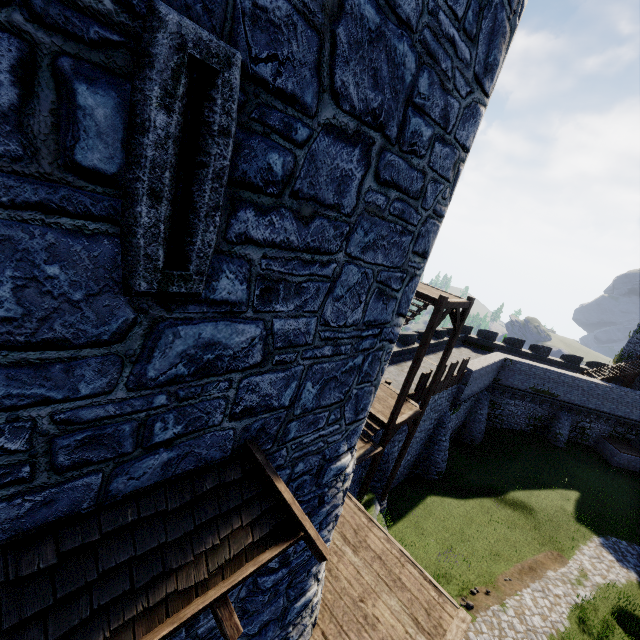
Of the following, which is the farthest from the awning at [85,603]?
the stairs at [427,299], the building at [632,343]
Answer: the building at [632,343]

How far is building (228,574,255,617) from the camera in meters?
5.0 m

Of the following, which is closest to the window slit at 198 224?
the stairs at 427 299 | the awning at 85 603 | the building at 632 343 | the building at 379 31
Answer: the building at 379 31

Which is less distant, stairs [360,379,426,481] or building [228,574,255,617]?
building [228,574,255,617]

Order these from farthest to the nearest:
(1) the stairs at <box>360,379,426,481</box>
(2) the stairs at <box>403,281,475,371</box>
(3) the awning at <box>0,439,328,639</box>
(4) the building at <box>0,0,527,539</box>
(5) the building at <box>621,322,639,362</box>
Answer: (5) the building at <box>621,322,639,362</box>
(1) the stairs at <box>360,379,426,481</box>
(2) the stairs at <box>403,281,475,371</box>
(3) the awning at <box>0,439,328,639</box>
(4) the building at <box>0,0,527,539</box>

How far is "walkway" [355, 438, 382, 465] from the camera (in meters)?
12.43

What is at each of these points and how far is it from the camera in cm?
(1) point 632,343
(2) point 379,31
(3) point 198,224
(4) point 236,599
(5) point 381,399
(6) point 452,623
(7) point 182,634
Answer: (1) building, 3438
(2) building, 260
(3) window slit, 214
(4) building, 509
(5) stairs, 1588
(6) walkway, 772
(7) building, 418

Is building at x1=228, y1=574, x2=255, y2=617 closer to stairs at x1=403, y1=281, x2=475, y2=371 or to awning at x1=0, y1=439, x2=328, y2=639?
awning at x1=0, y1=439, x2=328, y2=639
